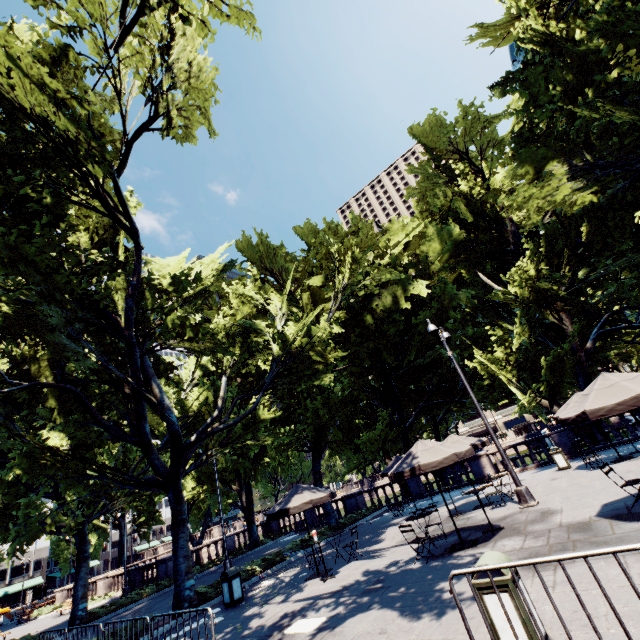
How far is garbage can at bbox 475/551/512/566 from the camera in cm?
439

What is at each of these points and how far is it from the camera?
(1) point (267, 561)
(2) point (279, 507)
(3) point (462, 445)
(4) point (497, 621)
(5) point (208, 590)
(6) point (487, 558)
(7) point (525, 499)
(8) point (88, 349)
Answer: (1) bush, 15.6m
(2) umbrella, 11.7m
(3) umbrella, 10.0m
(4) garbage can, 4.1m
(5) bush, 12.9m
(6) garbage can, 4.5m
(7) light, 11.2m
(8) tree, 13.6m

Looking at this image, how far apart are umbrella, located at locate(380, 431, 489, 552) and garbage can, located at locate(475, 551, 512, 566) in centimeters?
430cm

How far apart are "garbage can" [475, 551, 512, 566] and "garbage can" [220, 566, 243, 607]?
10.2m

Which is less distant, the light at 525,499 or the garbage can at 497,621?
the garbage can at 497,621

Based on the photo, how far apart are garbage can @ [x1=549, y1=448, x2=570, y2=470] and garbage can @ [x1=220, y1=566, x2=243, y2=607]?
15.27m

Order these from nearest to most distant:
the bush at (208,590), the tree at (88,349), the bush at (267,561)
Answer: the tree at (88,349) → the bush at (208,590) → the bush at (267,561)

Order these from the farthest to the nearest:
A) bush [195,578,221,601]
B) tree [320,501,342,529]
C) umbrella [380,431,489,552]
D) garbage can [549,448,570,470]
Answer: tree [320,501,342,529]
garbage can [549,448,570,470]
bush [195,578,221,601]
umbrella [380,431,489,552]
